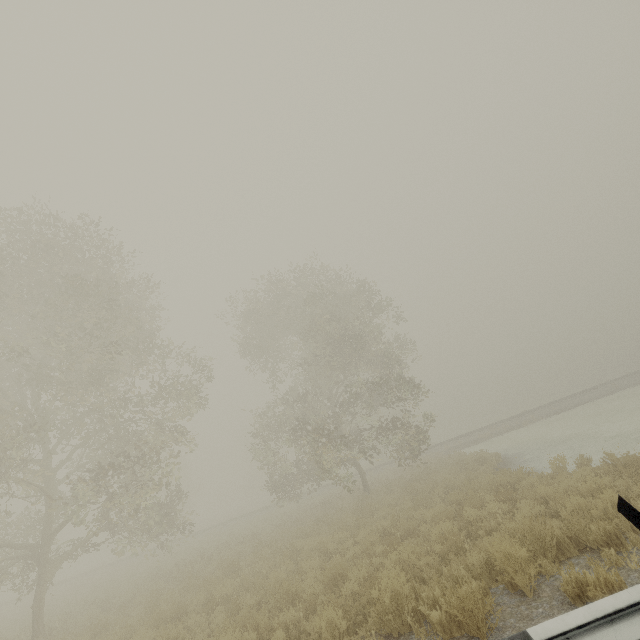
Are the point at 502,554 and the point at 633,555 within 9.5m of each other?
yes

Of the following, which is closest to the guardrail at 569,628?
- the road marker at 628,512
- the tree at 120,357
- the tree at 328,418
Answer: the road marker at 628,512

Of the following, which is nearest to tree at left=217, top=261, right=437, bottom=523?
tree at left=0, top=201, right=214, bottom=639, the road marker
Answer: tree at left=0, top=201, right=214, bottom=639

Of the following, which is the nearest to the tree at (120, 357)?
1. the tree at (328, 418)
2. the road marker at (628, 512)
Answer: the tree at (328, 418)

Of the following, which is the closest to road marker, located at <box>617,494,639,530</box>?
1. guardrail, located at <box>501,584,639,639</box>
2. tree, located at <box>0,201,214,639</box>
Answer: guardrail, located at <box>501,584,639,639</box>

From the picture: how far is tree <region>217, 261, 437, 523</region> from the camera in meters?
17.9 m

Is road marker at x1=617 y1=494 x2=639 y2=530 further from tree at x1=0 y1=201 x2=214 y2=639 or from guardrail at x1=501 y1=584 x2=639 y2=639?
tree at x1=0 y1=201 x2=214 y2=639

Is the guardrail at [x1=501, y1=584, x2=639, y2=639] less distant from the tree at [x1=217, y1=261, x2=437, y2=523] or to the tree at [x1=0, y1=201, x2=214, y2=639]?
the tree at [x1=0, y1=201, x2=214, y2=639]
